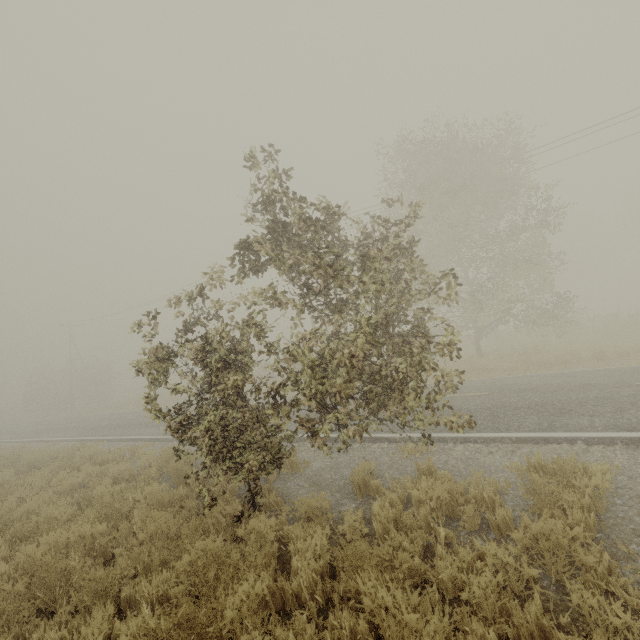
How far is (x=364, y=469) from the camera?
5.7 meters
